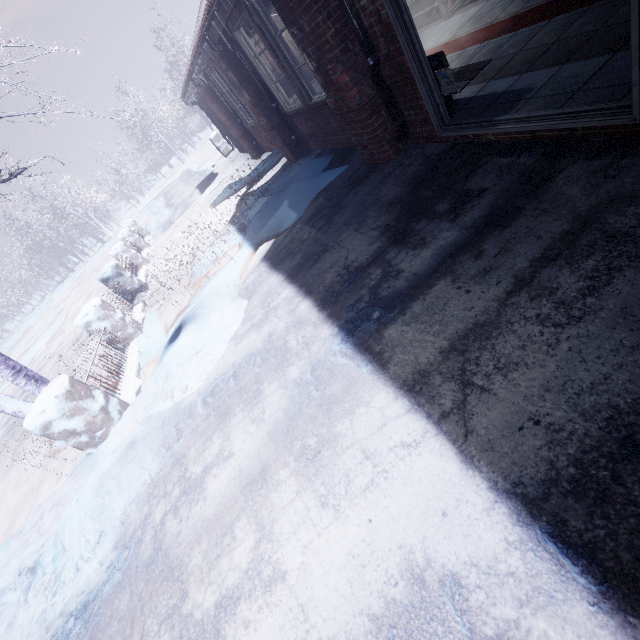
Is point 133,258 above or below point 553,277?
above

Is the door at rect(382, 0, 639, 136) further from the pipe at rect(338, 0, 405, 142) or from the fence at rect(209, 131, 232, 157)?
the fence at rect(209, 131, 232, 157)

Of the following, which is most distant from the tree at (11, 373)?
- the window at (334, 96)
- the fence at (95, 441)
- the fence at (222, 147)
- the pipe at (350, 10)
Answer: the fence at (222, 147)

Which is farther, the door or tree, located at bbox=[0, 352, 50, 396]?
tree, located at bbox=[0, 352, 50, 396]

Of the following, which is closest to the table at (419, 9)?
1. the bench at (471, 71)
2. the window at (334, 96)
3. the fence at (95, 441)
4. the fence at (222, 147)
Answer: the bench at (471, 71)

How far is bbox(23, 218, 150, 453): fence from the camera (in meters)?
3.09

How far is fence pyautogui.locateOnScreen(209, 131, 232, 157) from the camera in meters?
13.0 m

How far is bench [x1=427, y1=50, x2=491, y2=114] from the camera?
2.7 meters
